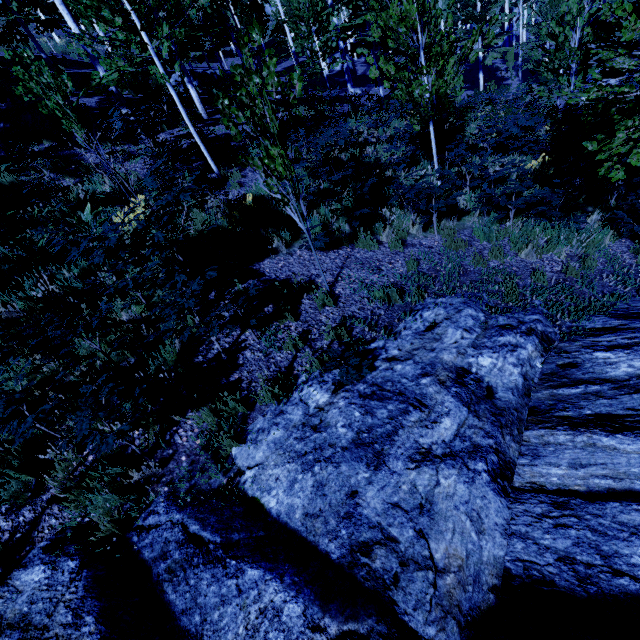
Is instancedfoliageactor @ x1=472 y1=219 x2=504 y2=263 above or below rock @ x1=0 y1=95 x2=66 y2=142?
below

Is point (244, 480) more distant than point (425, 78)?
No

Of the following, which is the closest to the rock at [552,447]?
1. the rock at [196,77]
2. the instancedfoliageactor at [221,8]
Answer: the instancedfoliageactor at [221,8]

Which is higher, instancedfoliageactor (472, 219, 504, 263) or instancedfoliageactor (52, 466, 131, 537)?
instancedfoliageactor (52, 466, 131, 537)

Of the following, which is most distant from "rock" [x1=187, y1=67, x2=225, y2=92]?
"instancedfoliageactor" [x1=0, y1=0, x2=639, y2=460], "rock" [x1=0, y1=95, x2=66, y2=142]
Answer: "rock" [x1=0, y1=95, x2=66, y2=142]

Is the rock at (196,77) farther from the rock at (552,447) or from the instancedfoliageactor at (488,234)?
the rock at (552,447)

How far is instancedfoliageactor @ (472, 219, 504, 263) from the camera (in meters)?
5.97
